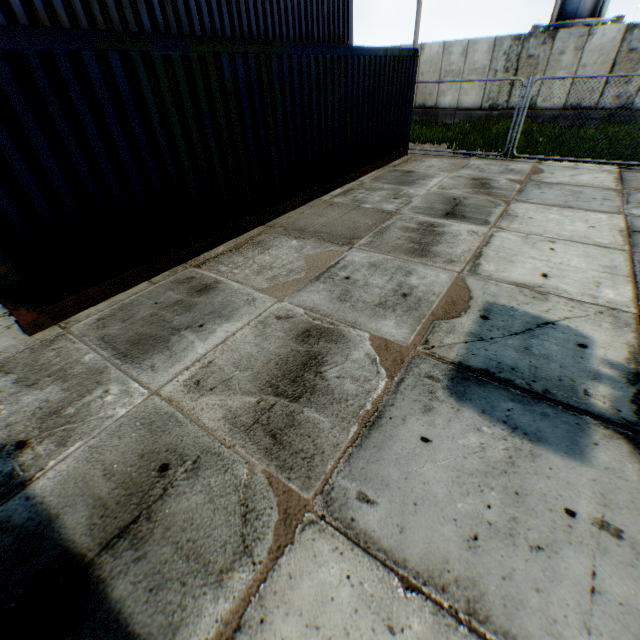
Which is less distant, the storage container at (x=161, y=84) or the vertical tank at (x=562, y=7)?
the storage container at (x=161, y=84)

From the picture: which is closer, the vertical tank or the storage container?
the storage container

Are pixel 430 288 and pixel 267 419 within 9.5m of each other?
yes

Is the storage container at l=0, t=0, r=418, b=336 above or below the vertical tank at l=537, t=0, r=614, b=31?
below

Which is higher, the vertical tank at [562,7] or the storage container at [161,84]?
the vertical tank at [562,7]
